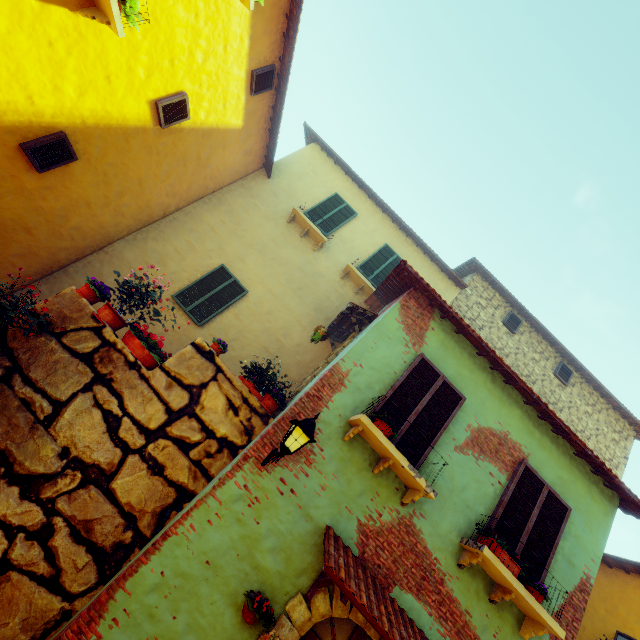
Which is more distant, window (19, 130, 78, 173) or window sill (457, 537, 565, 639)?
window (19, 130, 78, 173)

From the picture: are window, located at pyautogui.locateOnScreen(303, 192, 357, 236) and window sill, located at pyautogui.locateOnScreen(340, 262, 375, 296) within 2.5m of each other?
yes

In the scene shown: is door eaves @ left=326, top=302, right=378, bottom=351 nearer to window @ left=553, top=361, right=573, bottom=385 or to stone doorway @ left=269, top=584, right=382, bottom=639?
stone doorway @ left=269, top=584, right=382, bottom=639

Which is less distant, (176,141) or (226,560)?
(226,560)

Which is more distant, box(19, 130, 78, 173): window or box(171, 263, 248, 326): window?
box(171, 263, 248, 326): window

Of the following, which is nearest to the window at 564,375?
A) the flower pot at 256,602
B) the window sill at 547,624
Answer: the window sill at 547,624

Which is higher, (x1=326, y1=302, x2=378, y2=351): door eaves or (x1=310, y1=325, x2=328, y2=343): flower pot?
(x1=326, y1=302, x2=378, y2=351): door eaves

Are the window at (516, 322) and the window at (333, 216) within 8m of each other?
yes
